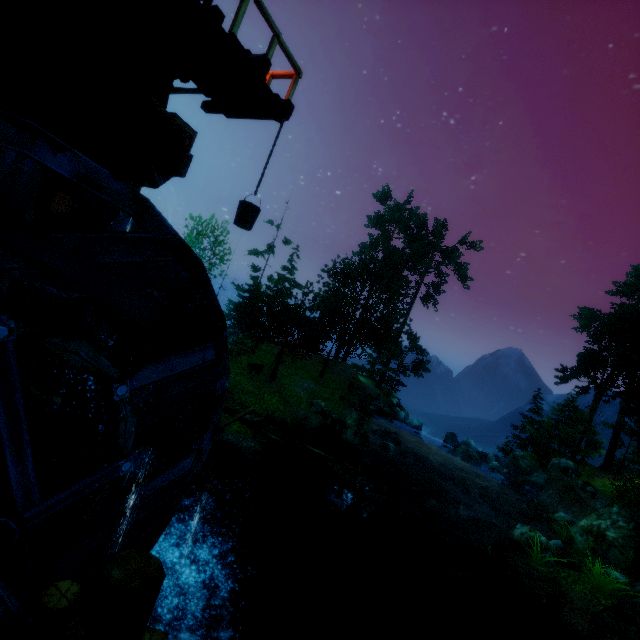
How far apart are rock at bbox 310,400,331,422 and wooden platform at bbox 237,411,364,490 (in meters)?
5.28

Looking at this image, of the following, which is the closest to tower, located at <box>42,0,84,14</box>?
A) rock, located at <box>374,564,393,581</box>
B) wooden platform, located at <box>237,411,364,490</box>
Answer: wooden platform, located at <box>237,411,364,490</box>

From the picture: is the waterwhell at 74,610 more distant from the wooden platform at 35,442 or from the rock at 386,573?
the rock at 386,573

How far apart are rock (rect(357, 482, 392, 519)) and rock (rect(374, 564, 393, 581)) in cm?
286

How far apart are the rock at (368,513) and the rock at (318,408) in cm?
494

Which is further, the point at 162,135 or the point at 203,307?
the point at 203,307

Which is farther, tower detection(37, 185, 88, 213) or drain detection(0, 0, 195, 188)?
tower detection(37, 185, 88, 213)

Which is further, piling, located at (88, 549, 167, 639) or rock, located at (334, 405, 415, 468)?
rock, located at (334, 405, 415, 468)
